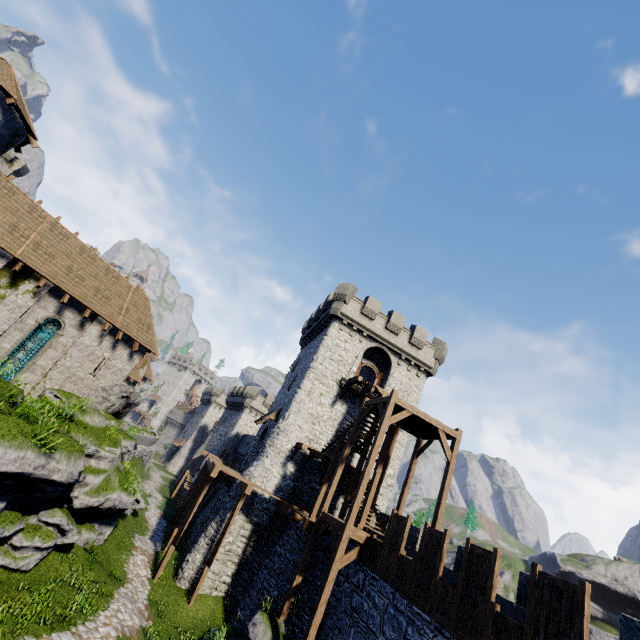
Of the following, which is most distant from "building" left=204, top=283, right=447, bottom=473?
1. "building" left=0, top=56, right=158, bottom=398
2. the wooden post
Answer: "building" left=0, top=56, right=158, bottom=398

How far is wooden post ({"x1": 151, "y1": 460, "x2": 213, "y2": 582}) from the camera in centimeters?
1705cm

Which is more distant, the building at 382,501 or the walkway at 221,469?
the building at 382,501

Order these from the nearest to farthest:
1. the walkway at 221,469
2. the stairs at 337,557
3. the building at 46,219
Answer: the stairs at 337,557 < the building at 46,219 < the walkway at 221,469

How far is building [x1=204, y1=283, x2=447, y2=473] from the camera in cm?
2461

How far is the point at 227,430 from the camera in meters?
48.9 m

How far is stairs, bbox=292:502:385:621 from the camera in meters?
11.8 m
